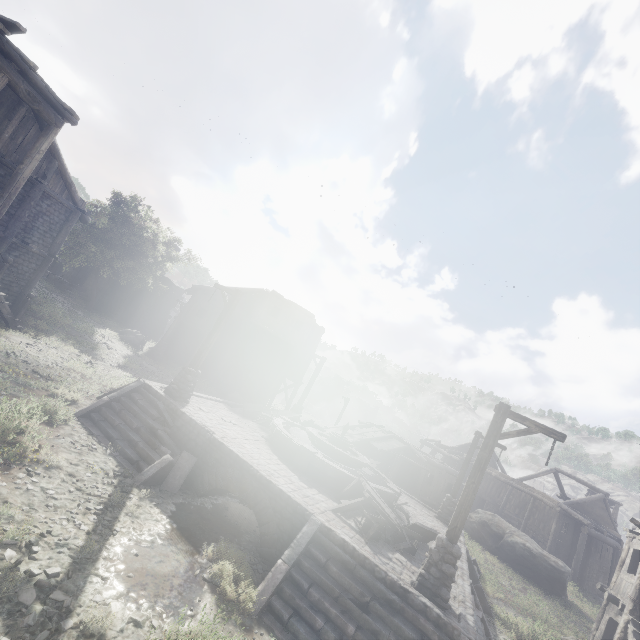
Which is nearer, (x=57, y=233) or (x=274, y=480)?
(x=274, y=480)

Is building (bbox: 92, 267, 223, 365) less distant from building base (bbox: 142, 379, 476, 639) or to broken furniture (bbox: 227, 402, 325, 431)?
building base (bbox: 142, 379, 476, 639)

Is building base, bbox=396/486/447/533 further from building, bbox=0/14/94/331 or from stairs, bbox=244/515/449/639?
building, bbox=0/14/94/331

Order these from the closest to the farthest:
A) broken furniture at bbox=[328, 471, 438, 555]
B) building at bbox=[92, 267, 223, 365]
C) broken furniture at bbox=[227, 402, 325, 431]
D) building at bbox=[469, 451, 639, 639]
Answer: broken furniture at bbox=[328, 471, 438, 555] → building at bbox=[469, 451, 639, 639] → broken furniture at bbox=[227, 402, 325, 431] → building at bbox=[92, 267, 223, 365]

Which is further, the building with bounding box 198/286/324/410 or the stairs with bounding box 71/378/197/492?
the building with bounding box 198/286/324/410

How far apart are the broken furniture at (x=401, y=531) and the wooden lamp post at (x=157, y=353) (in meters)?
19.34

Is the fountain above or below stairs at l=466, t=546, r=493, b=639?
above

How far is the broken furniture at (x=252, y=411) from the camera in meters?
15.4
